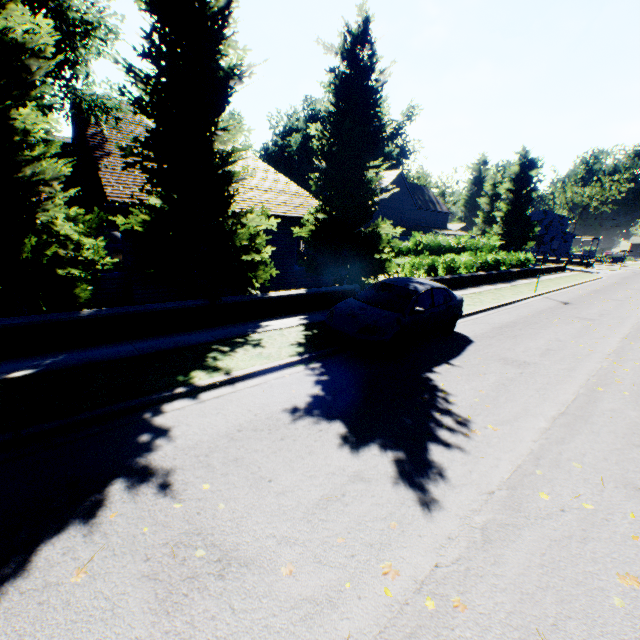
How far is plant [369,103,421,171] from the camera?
51.6 meters

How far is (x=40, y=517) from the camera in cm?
321

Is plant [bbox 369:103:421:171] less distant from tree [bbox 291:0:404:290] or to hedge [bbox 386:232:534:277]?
tree [bbox 291:0:404:290]

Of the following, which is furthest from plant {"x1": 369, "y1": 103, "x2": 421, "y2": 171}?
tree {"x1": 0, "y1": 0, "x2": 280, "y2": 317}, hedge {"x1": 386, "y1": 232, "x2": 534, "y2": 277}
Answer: hedge {"x1": 386, "y1": 232, "x2": 534, "y2": 277}

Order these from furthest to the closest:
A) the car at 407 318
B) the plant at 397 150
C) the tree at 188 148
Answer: the plant at 397 150
the car at 407 318
the tree at 188 148

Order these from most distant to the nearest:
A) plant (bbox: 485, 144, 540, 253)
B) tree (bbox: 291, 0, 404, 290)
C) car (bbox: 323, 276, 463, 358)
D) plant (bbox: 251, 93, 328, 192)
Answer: plant (bbox: 251, 93, 328, 192), plant (bbox: 485, 144, 540, 253), tree (bbox: 291, 0, 404, 290), car (bbox: 323, 276, 463, 358)

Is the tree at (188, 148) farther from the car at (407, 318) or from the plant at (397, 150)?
the car at (407, 318)

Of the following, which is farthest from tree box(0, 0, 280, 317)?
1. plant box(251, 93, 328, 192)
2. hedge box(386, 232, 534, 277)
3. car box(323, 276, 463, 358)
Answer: car box(323, 276, 463, 358)
